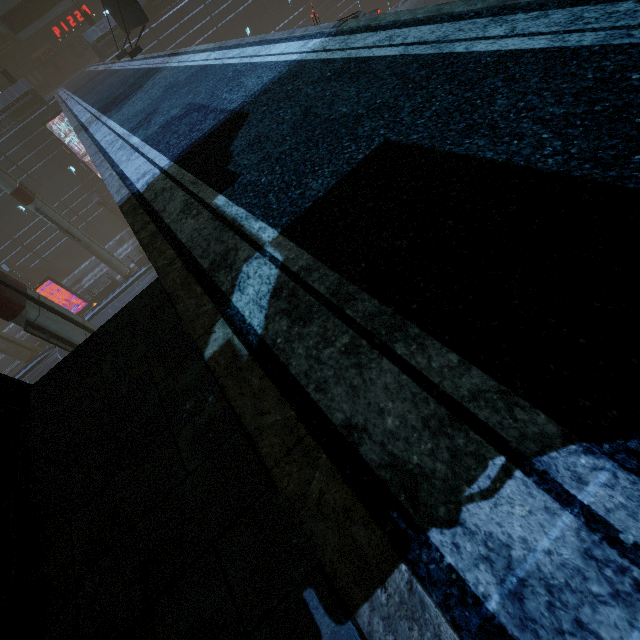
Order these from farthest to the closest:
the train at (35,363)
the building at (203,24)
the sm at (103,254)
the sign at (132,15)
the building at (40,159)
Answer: the building at (203,24) < the building at (40,159) < the sm at (103,254) < the train at (35,363) < the sign at (132,15)

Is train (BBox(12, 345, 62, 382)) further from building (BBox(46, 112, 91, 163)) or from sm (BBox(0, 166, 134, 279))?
sm (BBox(0, 166, 134, 279))

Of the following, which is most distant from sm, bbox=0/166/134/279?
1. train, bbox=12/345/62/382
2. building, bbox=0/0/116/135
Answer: train, bbox=12/345/62/382

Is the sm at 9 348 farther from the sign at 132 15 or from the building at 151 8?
the sign at 132 15

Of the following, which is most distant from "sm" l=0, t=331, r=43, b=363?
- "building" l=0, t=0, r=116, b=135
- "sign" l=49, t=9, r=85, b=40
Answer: "sign" l=49, t=9, r=85, b=40

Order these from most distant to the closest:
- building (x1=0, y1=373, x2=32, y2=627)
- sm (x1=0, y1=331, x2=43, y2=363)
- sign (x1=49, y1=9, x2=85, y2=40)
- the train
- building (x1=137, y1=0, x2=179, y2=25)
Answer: sign (x1=49, y1=9, x2=85, y2=40)
building (x1=137, y1=0, x2=179, y2=25)
sm (x1=0, y1=331, x2=43, y2=363)
the train
building (x1=0, y1=373, x2=32, y2=627)

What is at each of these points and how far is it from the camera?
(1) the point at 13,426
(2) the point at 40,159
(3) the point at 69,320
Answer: (1) building, 2.79m
(2) building, 30.69m
(3) sm, 14.27m

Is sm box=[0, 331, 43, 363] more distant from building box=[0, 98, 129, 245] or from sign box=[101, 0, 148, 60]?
sign box=[101, 0, 148, 60]
